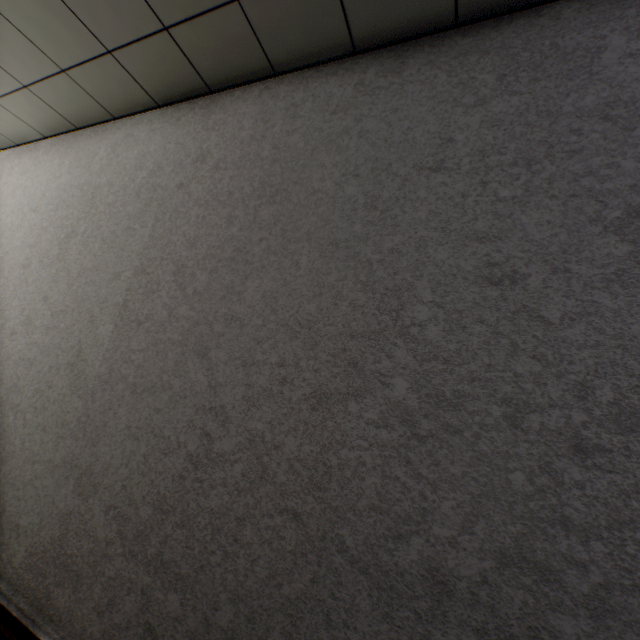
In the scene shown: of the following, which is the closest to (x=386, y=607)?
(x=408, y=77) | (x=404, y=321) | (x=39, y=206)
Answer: (x=404, y=321)
